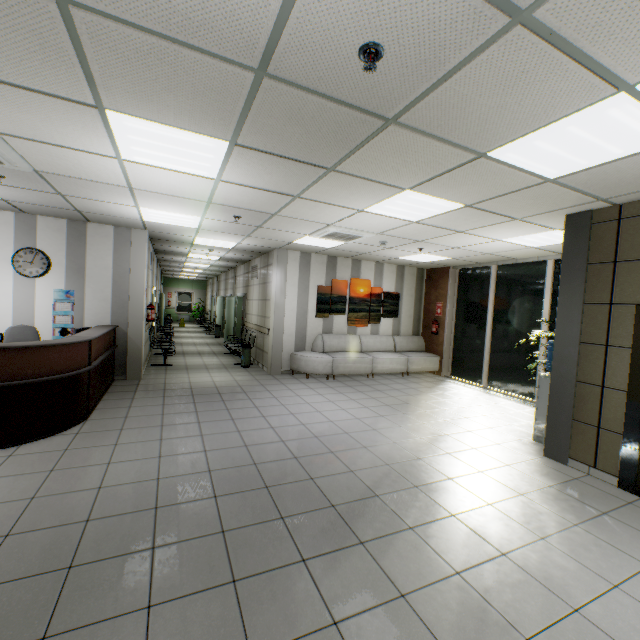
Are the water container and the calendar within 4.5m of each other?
no

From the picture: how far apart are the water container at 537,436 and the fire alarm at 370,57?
4.61m

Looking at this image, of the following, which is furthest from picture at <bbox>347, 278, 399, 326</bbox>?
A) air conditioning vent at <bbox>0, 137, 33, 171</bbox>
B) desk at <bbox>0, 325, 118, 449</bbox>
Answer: air conditioning vent at <bbox>0, 137, 33, 171</bbox>

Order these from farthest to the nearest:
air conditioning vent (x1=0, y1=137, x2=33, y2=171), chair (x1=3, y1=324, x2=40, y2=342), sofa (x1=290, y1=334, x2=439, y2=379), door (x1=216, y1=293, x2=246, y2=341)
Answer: door (x1=216, y1=293, x2=246, y2=341), sofa (x1=290, y1=334, x2=439, y2=379), chair (x1=3, y1=324, x2=40, y2=342), air conditioning vent (x1=0, y1=137, x2=33, y2=171)

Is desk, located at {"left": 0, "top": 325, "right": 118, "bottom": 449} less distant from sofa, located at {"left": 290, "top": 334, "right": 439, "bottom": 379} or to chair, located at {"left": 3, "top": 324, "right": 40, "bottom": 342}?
chair, located at {"left": 3, "top": 324, "right": 40, "bottom": 342}

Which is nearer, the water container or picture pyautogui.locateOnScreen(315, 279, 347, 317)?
the water container

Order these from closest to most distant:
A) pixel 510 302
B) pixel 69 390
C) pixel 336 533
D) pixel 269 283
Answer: pixel 336 533, pixel 69 390, pixel 510 302, pixel 269 283

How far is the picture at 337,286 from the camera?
8.8 meters
